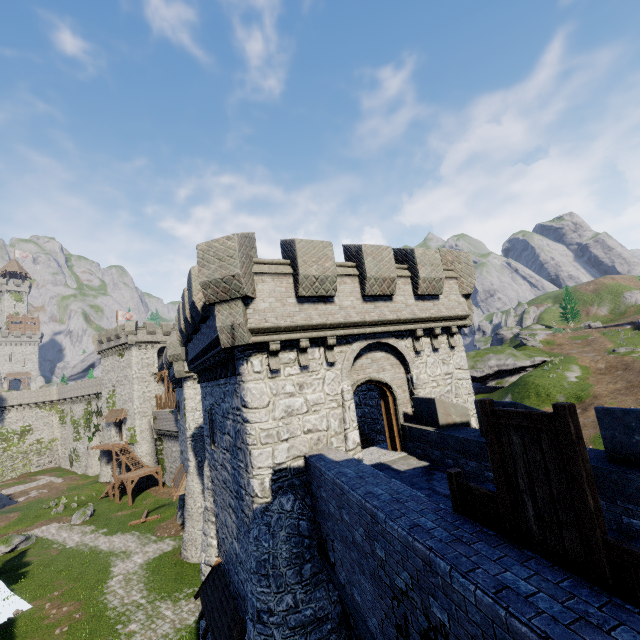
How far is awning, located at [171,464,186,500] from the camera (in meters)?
26.50

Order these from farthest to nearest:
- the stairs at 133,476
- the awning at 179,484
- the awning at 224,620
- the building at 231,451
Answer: the stairs at 133,476
the awning at 179,484
the awning at 224,620
the building at 231,451

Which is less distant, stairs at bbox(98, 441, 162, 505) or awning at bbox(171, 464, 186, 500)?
awning at bbox(171, 464, 186, 500)

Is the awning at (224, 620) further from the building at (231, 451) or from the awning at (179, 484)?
the awning at (179, 484)

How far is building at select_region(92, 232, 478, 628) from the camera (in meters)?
9.36

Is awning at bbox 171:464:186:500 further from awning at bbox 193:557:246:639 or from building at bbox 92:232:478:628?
awning at bbox 193:557:246:639

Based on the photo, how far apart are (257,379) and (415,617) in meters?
6.5 m

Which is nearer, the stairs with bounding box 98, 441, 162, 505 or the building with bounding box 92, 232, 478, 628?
the building with bounding box 92, 232, 478, 628
